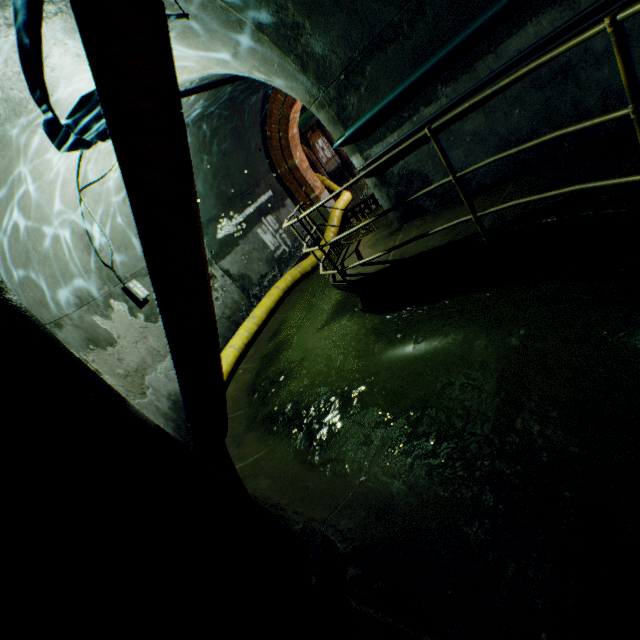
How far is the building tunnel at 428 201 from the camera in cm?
468

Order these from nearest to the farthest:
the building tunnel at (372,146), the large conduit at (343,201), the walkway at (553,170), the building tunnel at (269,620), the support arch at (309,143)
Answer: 1. the building tunnel at (269,620)
2. the walkway at (553,170)
3. the building tunnel at (372,146)
4. the large conduit at (343,201)
5. the support arch at (309,143)

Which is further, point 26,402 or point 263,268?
point 263,268

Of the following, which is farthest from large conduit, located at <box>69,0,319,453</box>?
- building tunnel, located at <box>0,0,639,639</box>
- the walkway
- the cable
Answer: the cable

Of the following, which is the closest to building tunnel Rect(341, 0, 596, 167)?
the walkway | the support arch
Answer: the walkway

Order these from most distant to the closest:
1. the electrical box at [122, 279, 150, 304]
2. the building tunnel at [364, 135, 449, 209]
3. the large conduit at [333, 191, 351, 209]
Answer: the large conduit at [333, 191, 351, 209], the electrical box at [122, 279, 150, 304], the building tunnel at [364, 135, 449, 209]

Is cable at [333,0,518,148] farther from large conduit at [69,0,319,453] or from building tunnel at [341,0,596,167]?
large conduit at [69,0,319,453]
